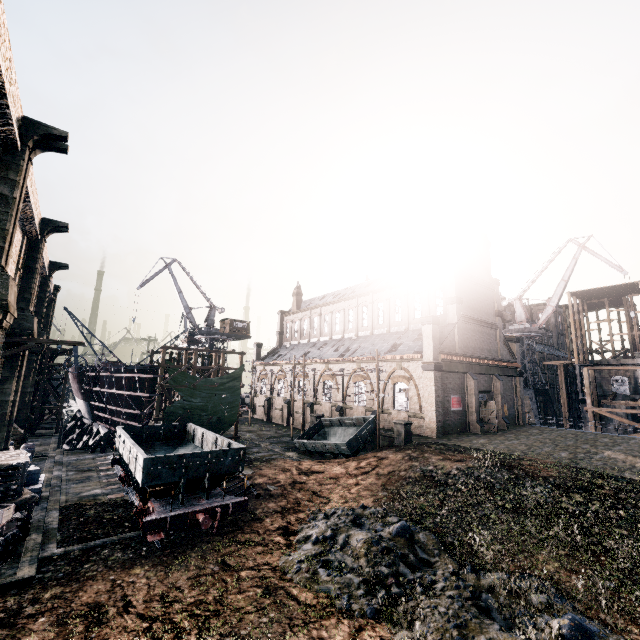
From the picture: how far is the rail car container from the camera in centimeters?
2585cm

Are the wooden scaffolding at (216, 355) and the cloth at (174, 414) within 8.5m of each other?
yes

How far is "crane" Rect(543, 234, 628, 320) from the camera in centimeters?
5350cm

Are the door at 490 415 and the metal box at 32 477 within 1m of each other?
no

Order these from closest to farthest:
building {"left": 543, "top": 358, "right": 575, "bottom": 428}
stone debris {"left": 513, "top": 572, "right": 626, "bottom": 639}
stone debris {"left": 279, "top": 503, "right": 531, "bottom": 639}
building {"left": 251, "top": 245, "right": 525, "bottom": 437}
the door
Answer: stone debris {"left": 513, "top": 572, "right": 626, "bottom": 639}
stone debris {"left": 279, "top": 503, "right": 531, "bottom": 639}
building {"left": 251, "top": 245, "right": 525, "bottom": 437}
the door
building {"left": 543, "top": 358, "right": 575, "bottom": 428}

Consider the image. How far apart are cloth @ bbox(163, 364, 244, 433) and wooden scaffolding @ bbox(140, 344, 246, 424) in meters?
0.0 m

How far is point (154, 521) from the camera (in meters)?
13.81

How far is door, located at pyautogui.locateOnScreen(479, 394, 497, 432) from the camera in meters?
33.8 m
